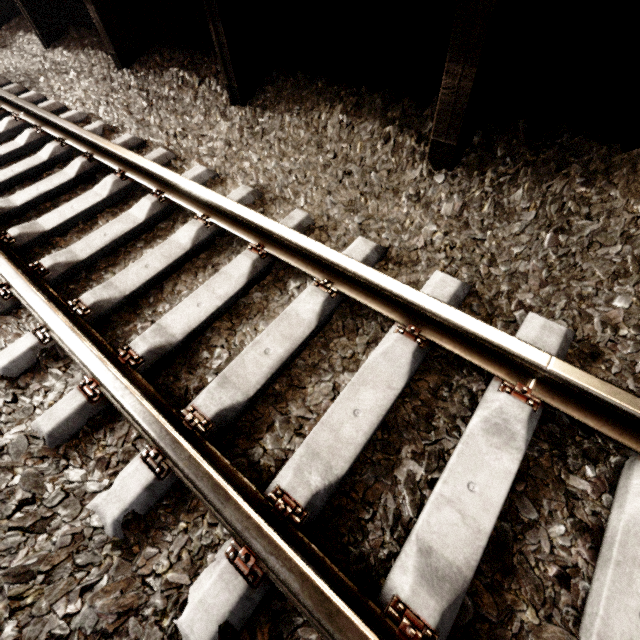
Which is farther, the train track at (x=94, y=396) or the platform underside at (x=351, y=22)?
the platform underside at (x=351, y=22)

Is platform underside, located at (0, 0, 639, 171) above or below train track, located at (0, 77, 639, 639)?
above

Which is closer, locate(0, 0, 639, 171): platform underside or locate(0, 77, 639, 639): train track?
locate(0, 77, 639, 639): train track

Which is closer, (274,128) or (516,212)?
(516,212)

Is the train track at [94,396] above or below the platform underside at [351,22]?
below
